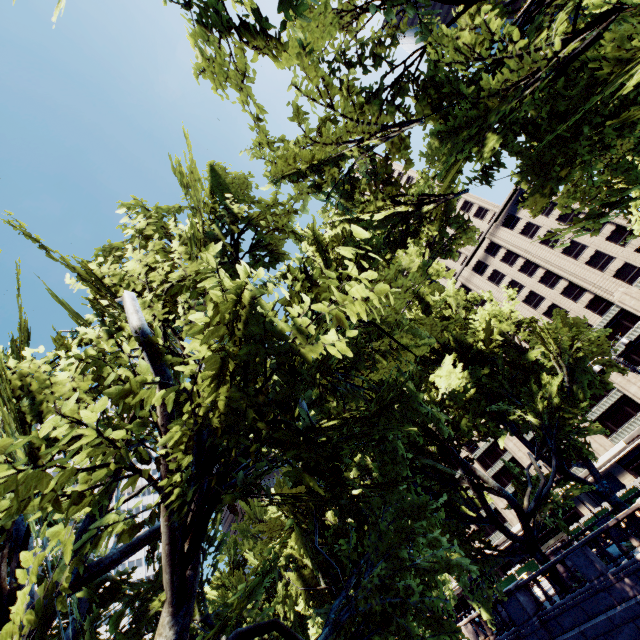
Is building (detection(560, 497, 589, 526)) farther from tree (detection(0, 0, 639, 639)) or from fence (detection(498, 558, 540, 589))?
tree (detection(0, 0, 639, 639))

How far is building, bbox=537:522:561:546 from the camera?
52.2m

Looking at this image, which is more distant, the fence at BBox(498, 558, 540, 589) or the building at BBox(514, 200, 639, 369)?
the building at BBox(514, 200, 639, 369)

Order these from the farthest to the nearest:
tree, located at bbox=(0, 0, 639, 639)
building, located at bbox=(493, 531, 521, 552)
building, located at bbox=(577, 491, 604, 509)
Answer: building, located at bbox=(493, 531, 521, 552) → building, located at bbox=(577, 491, 604, 509) → tree, located at bbox=(0, 0, 639, 639)

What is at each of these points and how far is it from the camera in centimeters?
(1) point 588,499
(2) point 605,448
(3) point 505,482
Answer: (1) building, 5016cm
(2) building, 4797cm
(3) building, 5969cm

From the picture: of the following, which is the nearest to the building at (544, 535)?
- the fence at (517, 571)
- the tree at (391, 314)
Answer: the fence at (517, 571)

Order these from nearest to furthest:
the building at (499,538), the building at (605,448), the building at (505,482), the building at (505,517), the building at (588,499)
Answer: the building at (605,448) → the building at (588,499) → the building at (505,517) → the building at (499,538) → the building at (505,482)
